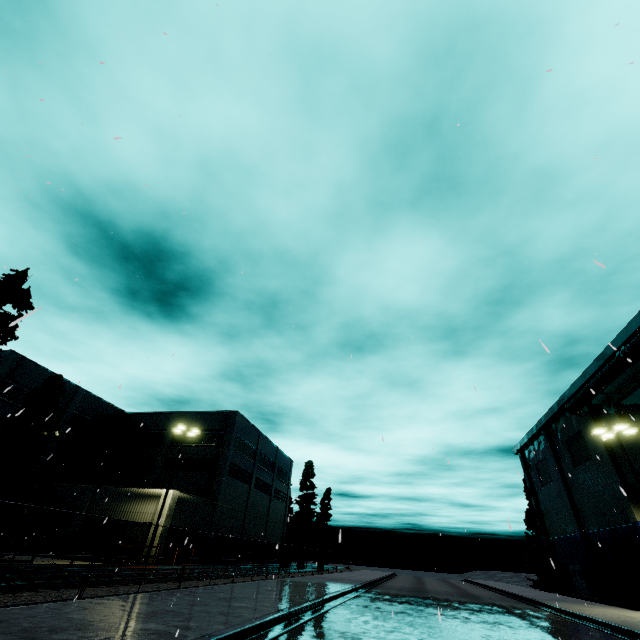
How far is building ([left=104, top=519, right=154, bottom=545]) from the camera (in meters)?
25.67

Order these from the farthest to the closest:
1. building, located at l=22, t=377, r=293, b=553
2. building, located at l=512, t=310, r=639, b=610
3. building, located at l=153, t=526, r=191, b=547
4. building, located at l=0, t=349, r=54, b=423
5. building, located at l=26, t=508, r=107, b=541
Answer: building, located at l=0, t=349, r=54, b=423 → building, located at l=22, t=377, r=293, b=553 → building, located at l=26, t=508, r=107, b=541 → building, located at l=153, t=526, r=191, b=547 → building, located at l=512, t=310, r=639, b=610

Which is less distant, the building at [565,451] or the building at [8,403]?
the building at [565,451]

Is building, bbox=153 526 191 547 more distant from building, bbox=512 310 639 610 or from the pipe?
building, bbox=512 310 639 610

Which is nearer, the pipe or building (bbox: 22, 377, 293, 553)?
the pipe

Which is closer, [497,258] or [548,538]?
[497,258]

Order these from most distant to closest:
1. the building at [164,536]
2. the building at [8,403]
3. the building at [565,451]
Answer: the building at [8,403]
the building at [164,536]
the building at [565,451]

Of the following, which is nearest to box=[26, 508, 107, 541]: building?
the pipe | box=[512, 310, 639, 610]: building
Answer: the pipe
